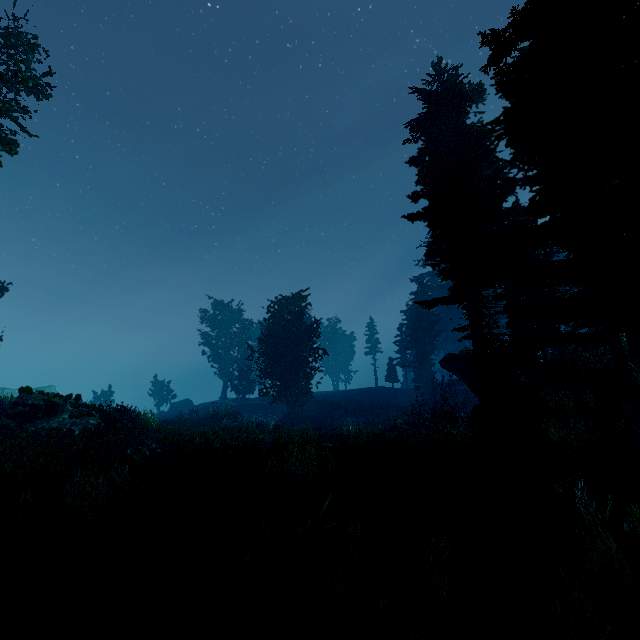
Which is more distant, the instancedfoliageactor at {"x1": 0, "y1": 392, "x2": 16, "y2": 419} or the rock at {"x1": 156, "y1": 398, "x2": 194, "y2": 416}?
the rock at {"x1": 156, "y1": 398, "x2": 194, "y2": 416}

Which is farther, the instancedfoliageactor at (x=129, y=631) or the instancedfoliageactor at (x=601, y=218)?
the instancedfoliageactor at (x=601, y=218)

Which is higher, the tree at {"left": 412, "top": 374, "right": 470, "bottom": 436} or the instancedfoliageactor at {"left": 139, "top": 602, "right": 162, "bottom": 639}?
the tree at {"left": 412, "top": 374, "right": 470, "bottom": 436}

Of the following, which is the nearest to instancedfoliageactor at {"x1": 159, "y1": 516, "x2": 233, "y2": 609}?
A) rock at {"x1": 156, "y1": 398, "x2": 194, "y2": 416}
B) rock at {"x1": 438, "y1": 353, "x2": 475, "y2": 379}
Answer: rock at {"x1": 438, "y1": 353, "x2": 475, "y2": 379}

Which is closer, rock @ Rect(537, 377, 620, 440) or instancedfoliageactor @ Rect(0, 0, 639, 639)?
instancedfoliageactor @ Rect(0, 0, 639, 639)

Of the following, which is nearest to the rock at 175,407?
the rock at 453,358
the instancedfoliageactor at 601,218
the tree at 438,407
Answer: the instancedfoliageactor at 601,218

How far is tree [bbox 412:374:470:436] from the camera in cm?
2020

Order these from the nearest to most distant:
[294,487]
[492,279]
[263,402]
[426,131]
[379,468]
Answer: [294,487]
[379,468]
[492,279]
[426,131]
[263,402]
